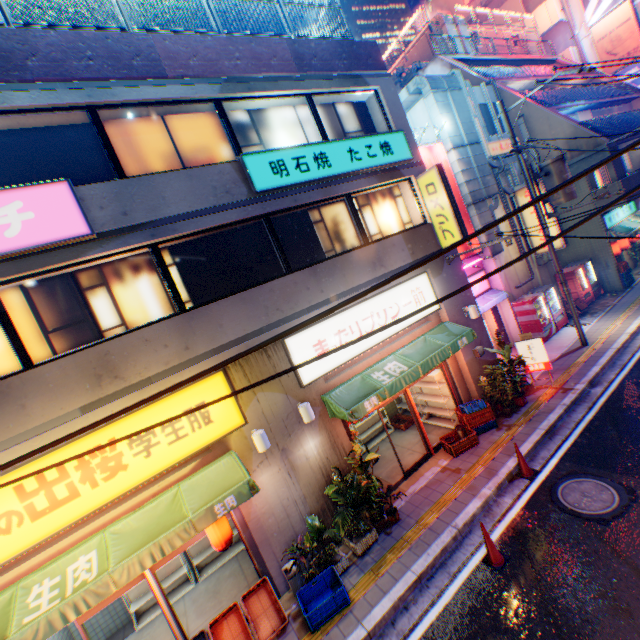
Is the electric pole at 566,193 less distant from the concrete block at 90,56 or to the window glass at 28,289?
the concrete block at 90,56

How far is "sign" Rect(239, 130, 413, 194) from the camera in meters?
7.9

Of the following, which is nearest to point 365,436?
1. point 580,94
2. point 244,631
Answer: point 244,631

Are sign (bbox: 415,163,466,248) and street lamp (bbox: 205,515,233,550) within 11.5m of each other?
yes

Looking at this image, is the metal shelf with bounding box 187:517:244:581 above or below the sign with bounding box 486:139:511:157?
below

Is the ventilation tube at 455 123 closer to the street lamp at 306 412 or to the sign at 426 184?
the sign at 426 184

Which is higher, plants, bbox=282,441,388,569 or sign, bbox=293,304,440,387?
sign, bbox=293,304,440,387

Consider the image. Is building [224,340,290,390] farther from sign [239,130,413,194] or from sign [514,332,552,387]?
sign [514,332,552,387]
